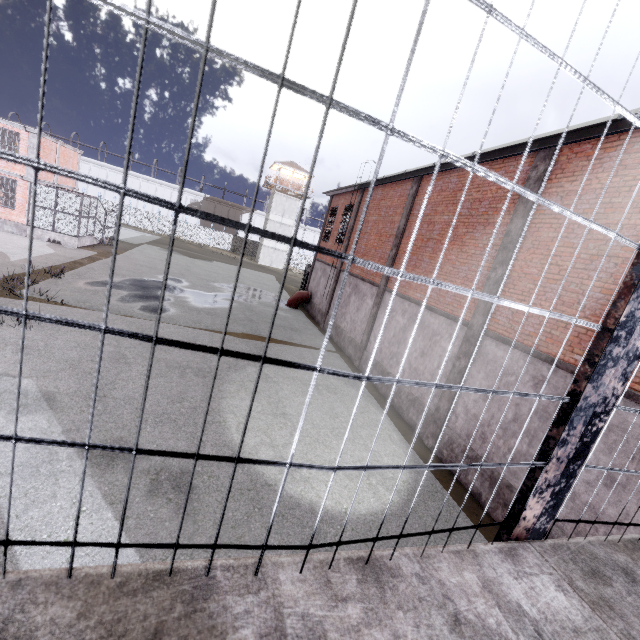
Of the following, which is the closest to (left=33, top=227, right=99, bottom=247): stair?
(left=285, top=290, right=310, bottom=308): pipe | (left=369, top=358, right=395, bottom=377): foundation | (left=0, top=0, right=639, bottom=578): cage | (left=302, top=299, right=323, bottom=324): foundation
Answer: (left=0, top=0, right=639, bottom=578): cage

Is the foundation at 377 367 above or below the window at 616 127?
below

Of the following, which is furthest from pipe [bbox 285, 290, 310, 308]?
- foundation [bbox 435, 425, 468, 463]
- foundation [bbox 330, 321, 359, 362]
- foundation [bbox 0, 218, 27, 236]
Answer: foundation [bbox 0, 218, 27, 236]

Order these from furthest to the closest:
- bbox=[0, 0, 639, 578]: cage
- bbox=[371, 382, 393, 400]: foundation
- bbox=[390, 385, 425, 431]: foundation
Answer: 1. bbox=[371, 382, 393, 400]: foundation
2. bbox=[390, 385, 425, 431]: foundation
3. bbox=[0, 0, 639, 578]: cage

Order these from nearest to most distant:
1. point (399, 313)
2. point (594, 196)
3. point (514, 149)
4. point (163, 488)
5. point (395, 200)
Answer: point (163, 488) → point (594, 196) → point (514, 149) → point (399, 313) → point (395, 200)

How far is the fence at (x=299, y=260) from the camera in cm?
5794

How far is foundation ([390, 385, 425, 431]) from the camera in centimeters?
1079cm

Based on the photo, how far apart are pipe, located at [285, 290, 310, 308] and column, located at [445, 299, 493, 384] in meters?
15.7 m
